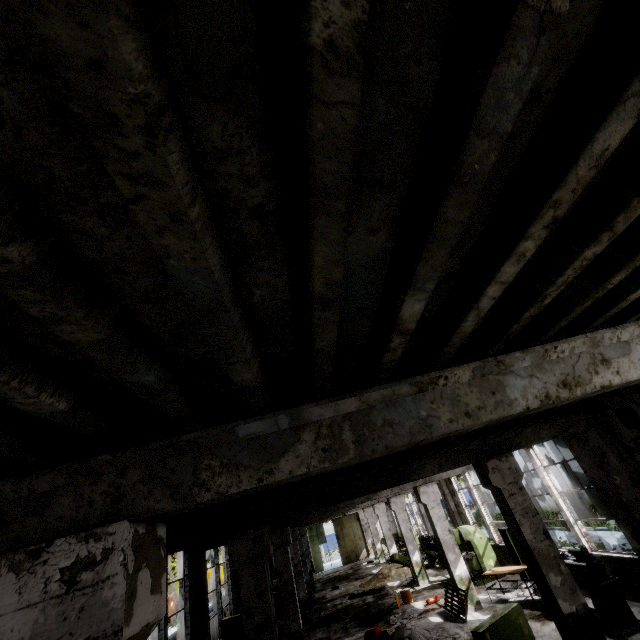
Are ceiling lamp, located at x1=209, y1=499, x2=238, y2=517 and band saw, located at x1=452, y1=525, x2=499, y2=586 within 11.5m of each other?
no

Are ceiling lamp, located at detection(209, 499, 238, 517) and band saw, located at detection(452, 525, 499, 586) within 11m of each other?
no

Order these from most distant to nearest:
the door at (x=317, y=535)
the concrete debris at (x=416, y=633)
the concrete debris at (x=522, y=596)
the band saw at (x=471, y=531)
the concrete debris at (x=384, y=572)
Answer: the door at (x=317, y=535) → the concrete debris at (x=384, y=572) → the band saw at (x=471, y=531) → the concrete debris at (x=522, y=596) → the concrete debris at (x=416, y=633)

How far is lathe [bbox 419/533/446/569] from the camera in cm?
1778

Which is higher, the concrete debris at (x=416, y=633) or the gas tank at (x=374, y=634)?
the gas tank at (x=374, y=634)

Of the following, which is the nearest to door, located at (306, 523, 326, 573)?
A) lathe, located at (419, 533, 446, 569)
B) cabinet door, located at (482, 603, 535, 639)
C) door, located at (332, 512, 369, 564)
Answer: door, located at (332, 512, 369, 564)

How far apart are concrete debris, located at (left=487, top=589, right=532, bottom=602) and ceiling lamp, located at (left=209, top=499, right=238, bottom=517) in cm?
1121

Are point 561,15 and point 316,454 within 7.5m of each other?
yes
